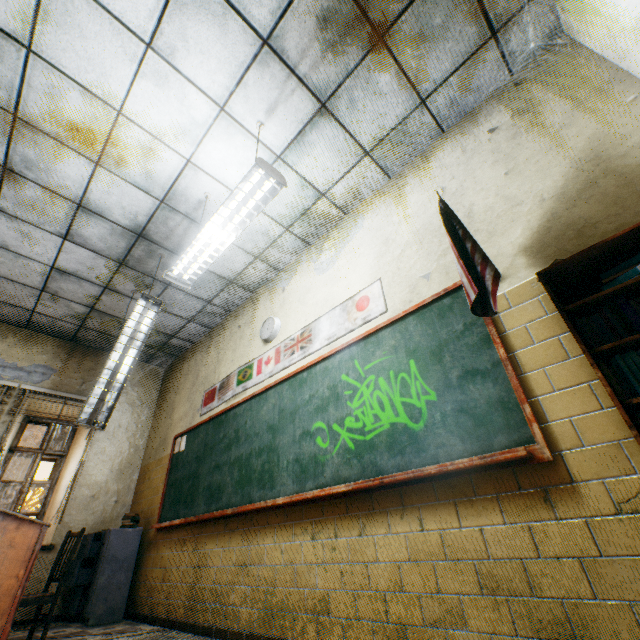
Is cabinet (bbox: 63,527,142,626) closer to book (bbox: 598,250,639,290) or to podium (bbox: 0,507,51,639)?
podium (bbox: 0,507,51,639)

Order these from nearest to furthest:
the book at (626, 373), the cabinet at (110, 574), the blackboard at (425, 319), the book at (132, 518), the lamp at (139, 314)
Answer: the book at (626, 373)
the blackboard at (425, 319)
the lamp at (139, 314)
the cabinet at (110, 574)
the book at (132, 518)

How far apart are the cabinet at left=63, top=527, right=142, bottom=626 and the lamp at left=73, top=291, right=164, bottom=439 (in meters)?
2.37

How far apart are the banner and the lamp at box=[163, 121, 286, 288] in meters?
1.3

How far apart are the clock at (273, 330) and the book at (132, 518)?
3.2m

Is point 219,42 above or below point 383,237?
above

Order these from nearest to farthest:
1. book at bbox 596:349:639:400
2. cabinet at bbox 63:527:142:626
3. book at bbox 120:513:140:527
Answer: book at bbox 596:349:639:400 → cabinet at bbox 63:527:142:626 → book at bbox 120:513:140:527

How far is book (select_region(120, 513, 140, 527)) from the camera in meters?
4.6
